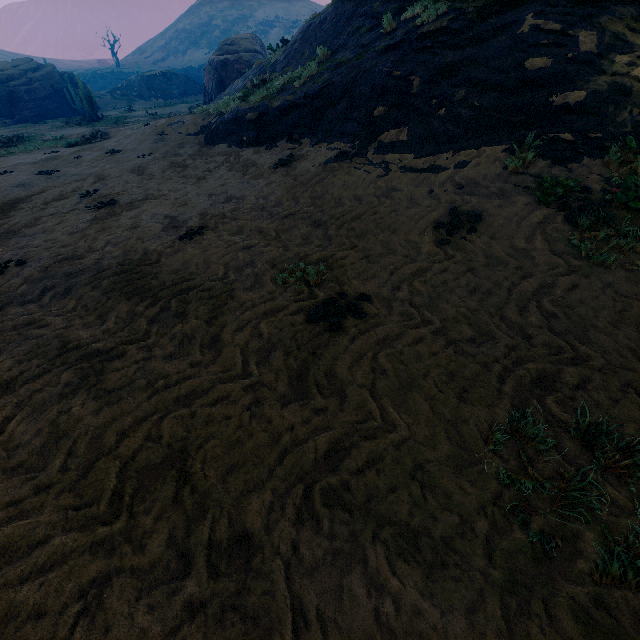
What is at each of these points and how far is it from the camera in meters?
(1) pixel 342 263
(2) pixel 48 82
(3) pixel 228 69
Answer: (1) z, 4.6
(2) rock, 32.5
(3) instancedfoliageactor, 22.9

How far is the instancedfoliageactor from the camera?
22.70m

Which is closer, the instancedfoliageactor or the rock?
the instancedfoliageactor

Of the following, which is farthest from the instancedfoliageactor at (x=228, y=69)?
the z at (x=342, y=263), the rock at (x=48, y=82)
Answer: the z at (x=342, y=263)

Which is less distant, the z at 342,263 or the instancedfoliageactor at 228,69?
the z at 342,263

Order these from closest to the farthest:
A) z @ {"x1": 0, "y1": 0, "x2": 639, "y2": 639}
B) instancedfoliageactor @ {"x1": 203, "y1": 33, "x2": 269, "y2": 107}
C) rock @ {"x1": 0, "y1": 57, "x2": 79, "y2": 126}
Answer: z @ {"x1": 0, "y1": 0, "x2": 639, "y2": 639}, instancedfoliageactor @ {"x1": 203, "y1": 33, "x2": 269, "y2": 107}, rock @ {"x1": 0, "y1": 57, "x2": 79, "y2": 126}

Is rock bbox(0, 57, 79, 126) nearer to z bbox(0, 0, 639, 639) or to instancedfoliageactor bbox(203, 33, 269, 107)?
instancedfoliageactor bbox(203, 33, 269, 107)
